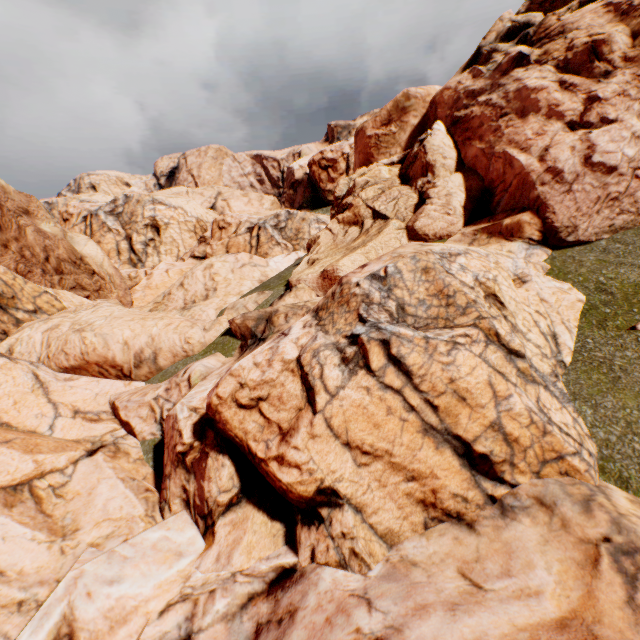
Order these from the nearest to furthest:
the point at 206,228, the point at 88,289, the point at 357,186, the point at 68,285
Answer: the point at 357,186 → the point at 68,285 → the point at 88,289 → the point at 206,228
